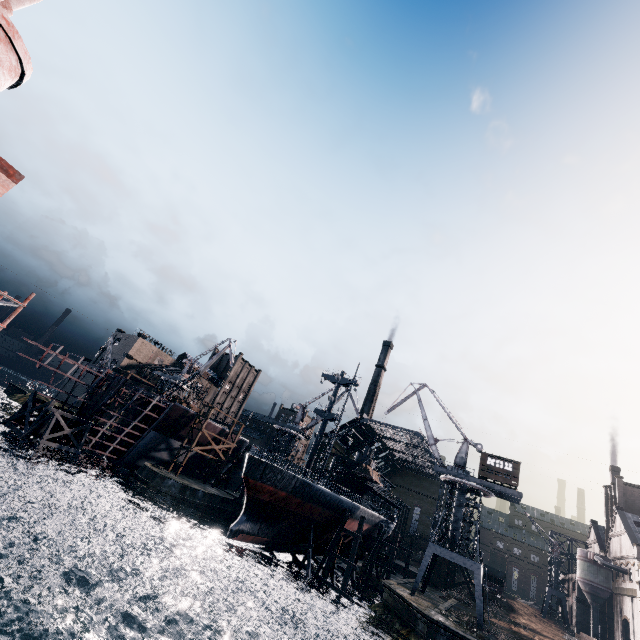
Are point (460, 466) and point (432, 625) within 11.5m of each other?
no

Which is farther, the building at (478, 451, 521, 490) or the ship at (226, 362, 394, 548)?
the building at (478, 451, 521, 490)

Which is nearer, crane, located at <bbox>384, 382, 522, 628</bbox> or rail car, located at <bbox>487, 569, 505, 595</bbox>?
crane, located at <bbox>384, 382, 522, 628</bbox>

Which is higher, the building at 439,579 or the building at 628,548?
the building at 628,548

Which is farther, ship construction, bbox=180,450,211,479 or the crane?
ship construction, bbox=180,450,211,479

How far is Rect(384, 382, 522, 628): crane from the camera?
37.75m

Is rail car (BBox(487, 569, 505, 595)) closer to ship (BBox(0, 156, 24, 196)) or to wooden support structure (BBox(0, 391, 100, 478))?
wooden support structure (BBox(0, 391, 100, 478))

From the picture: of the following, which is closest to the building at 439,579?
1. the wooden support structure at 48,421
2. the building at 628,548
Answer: the building at 628,548
